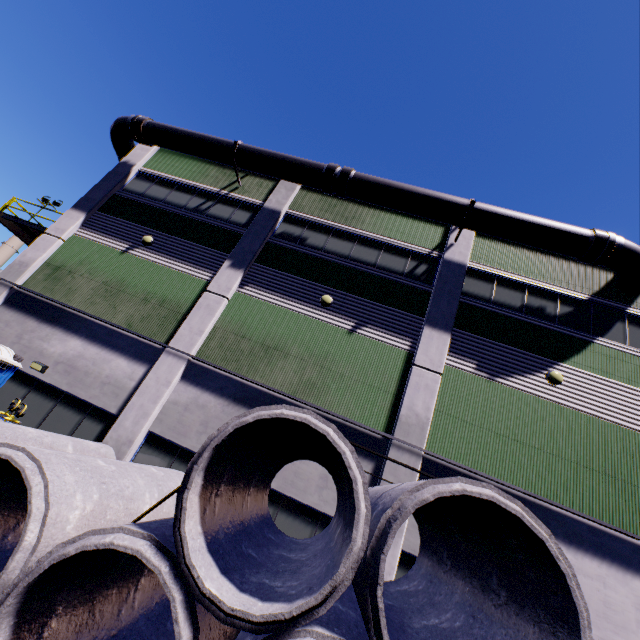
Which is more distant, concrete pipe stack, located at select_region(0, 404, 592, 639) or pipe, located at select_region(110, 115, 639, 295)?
pipe, located at select_region(110, 115, 639, 295)

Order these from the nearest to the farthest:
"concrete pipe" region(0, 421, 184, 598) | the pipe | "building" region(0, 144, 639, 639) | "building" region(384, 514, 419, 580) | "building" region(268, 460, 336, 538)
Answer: "concrete pipe" region(0, 421, 184, 598) → "building" region(384, 514, 419, 580) → "building" region(268, 460, 336, 538) → "building" region(0, 144, 639, 639) → the pipe

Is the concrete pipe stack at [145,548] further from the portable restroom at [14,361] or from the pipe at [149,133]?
the portable restroom at [14,361]

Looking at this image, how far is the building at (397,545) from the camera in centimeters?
805cm

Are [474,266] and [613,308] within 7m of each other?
yes

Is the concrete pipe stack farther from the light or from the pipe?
the light

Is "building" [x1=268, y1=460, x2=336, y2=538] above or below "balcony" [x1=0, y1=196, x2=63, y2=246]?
below

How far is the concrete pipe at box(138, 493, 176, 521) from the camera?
6.2m
